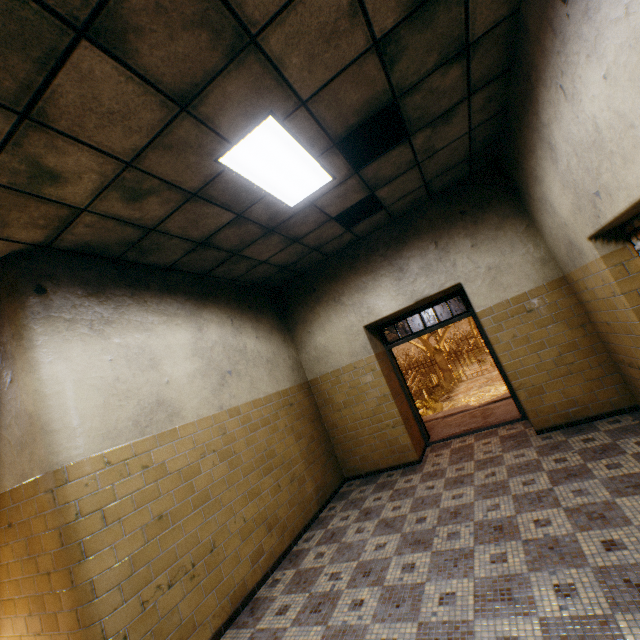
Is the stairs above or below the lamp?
below

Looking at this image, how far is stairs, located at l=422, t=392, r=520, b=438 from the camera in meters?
6.3 m

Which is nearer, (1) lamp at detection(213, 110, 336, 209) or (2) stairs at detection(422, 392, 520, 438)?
(1) lamp at detection(213, 110, 336, 209)

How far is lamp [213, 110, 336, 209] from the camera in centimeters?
277cm

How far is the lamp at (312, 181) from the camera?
2.77m

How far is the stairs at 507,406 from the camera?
6.27m

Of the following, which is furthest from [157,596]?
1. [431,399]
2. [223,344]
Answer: [431,399]
